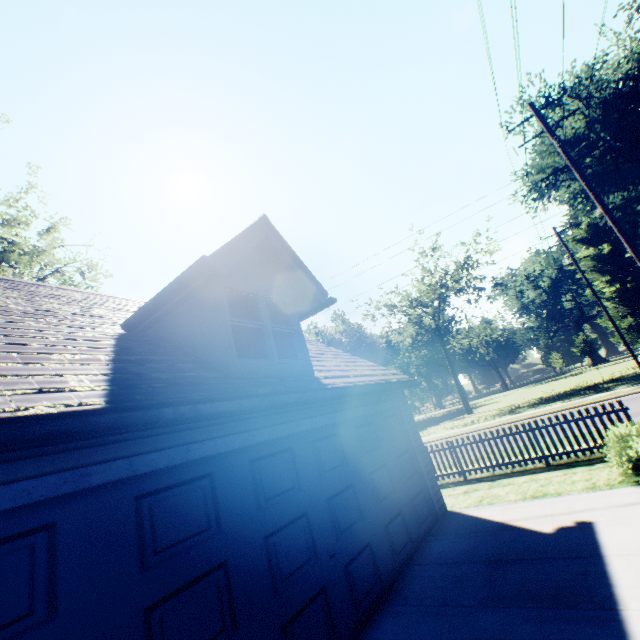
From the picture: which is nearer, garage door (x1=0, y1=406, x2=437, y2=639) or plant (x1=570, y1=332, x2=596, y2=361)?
garage door (x1=0, y1=406, x2=437, y2=639)

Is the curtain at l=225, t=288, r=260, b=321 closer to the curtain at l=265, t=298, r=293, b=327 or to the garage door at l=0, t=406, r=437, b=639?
the curtain at l=265, t=298, r=293, b=327

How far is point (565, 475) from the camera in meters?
8.3

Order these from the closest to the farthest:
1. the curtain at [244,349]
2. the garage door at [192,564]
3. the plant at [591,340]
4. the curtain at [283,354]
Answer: the garage door at [192,564] → the curtain at [244,349] → the curtain at [283,354] → the plant at [591,340]

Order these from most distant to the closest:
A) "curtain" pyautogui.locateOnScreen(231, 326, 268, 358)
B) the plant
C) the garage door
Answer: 1. the plant
2. "curtain" pyautogui.locateOnScreen(231, 326, 268, 358)
3. the garage door

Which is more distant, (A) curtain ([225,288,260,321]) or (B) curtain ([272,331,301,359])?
(B) curtain ([272,331,301,359])

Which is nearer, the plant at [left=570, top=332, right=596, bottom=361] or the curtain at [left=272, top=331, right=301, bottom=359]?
the curtain at [left=272, top=331, right=301, bottom=359]

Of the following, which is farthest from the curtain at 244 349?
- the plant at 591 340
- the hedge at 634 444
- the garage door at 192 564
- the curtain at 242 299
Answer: the plant at 591 340
